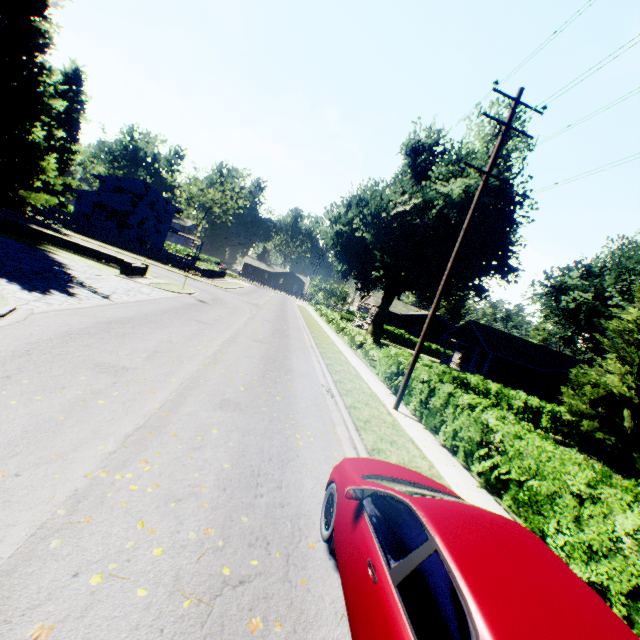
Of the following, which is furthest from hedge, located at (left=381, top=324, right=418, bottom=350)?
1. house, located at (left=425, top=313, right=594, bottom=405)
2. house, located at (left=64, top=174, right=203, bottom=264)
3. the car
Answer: the car

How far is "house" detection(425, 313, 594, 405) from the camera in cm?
2616

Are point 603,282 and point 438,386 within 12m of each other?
no

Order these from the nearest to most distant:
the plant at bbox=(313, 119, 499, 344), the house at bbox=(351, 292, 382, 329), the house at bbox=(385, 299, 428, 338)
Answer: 1. the plant at bbox=(313, 119, 499, 344)
2. the house at bbox=(351, 292, 382, 329)
3. the house at bbox=(385, 299, 428, 338)

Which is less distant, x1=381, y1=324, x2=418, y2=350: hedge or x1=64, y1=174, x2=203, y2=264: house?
x1=64, y1=174, x2=203, y2=264: house

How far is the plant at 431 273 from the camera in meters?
26.0 m

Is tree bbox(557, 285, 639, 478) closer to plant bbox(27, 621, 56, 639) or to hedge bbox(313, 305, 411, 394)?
hedge bbox(313, 305, 411, 394)

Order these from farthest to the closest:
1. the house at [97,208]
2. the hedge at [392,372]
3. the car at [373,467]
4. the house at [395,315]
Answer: the house at [395,315] < the house at [97,208] < the hedge at [392,372] < the car at [373,467]
